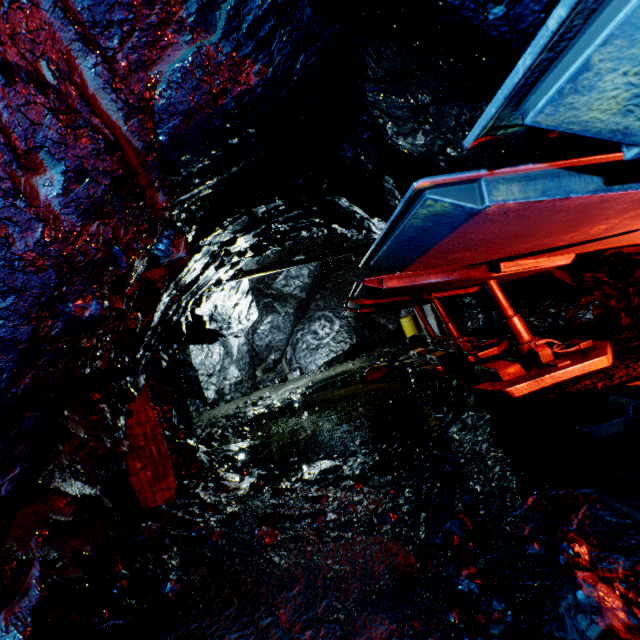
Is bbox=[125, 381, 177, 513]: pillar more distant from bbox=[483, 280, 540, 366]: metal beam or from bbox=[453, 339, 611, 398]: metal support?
bbox=[483, 280, 540, 366]: metal beam

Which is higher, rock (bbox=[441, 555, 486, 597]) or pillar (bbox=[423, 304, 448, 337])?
pillar (bbox=[423, 304, 448, 337])

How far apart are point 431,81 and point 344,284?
15.4 meters

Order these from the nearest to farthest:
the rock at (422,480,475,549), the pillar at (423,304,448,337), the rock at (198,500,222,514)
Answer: the rock at (422,480,475,549) → the rock at (198,500,222,514) → the pillar at (423,304,448,337)

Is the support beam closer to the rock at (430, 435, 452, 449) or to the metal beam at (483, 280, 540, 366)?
the rock at (430, 435, 452, 449)

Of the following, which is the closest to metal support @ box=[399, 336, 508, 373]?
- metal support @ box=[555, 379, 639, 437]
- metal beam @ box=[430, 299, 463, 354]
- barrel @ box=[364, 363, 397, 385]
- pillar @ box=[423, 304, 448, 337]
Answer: metal beam @ box=[430, 299, 463, 354]

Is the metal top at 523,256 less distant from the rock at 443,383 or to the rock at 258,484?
the rock at 443,383

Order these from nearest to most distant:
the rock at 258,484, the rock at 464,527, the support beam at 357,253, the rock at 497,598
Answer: the rock at 497,598, the rock at 464,527, the rock at 258,484, the support beam at 357,253
